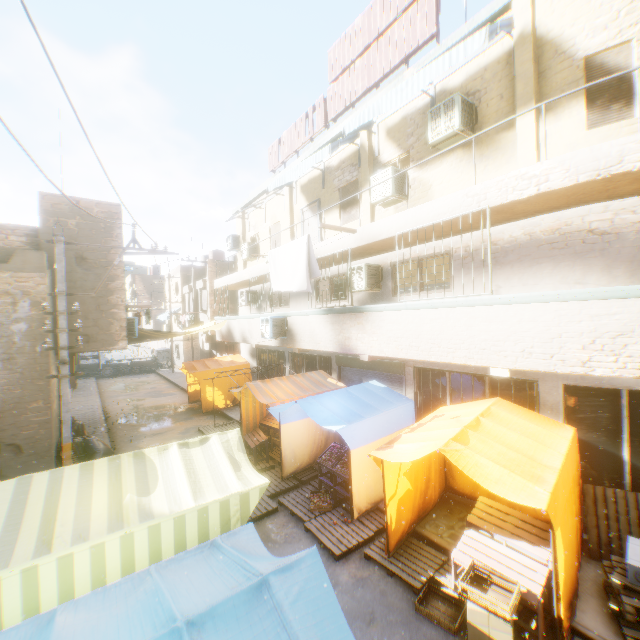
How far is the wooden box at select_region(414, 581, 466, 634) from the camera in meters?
4.7

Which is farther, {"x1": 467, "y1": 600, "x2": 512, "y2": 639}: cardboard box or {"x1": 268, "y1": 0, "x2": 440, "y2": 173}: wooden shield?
{"x1": 268, "y1": 0, "x2": 440, "y2": 173}: wooden shield

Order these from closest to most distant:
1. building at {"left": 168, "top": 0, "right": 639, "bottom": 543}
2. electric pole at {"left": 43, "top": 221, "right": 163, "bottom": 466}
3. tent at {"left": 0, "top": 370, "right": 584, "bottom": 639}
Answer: tent at {"left": 0, "top": 370, "right": 584, "bottom": 639}
building at {"left": 168, "top": 0, "right": 639, "bottom": 543}
electric pole at {"left": 43, "top": 221, "right": 163, "bottom": 466}

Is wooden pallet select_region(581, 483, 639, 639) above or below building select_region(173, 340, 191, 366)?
below

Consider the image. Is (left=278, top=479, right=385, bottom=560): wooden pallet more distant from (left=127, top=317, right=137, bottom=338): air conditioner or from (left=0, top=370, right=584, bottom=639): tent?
(left=127, top=317, right=137, bottom=338): air conditioner

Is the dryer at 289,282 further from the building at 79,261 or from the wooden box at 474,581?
the wooden box at 474,581

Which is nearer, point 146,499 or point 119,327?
point 146,499

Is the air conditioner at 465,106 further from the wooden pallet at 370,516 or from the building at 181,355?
the wooden pallet at 370,516
